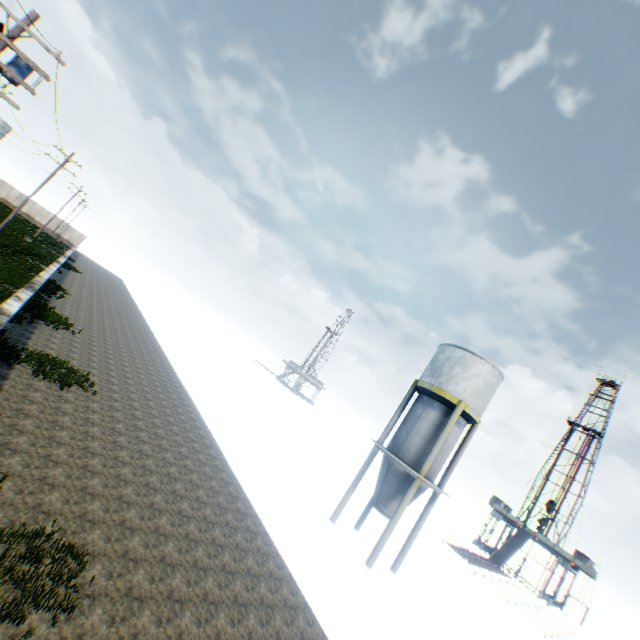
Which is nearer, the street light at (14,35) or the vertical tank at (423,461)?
the street light at (14,35)

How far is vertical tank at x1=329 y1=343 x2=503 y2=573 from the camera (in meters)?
17.47

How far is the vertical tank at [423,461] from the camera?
17.5m

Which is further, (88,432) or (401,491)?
(401,491)

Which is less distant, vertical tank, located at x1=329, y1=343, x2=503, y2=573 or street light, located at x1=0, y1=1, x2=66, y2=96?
street light, located at x1=0, y1=1, x2=66, y2=96
